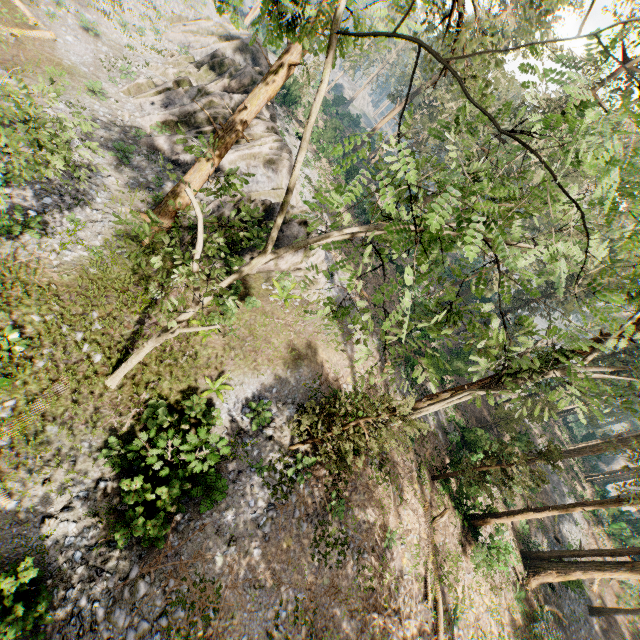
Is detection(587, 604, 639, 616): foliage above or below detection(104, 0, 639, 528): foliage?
below

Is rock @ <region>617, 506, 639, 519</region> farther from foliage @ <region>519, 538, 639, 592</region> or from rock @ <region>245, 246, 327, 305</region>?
rock @ <region>245, 246, 327, 305</region>

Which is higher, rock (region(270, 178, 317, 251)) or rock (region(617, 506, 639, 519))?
rock (region(617, 506, 639, 519))

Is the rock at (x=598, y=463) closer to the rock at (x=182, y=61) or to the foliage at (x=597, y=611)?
the foliage at (x=597, y=611)

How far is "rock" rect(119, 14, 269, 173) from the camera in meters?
21.1

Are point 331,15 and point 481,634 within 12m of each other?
no
